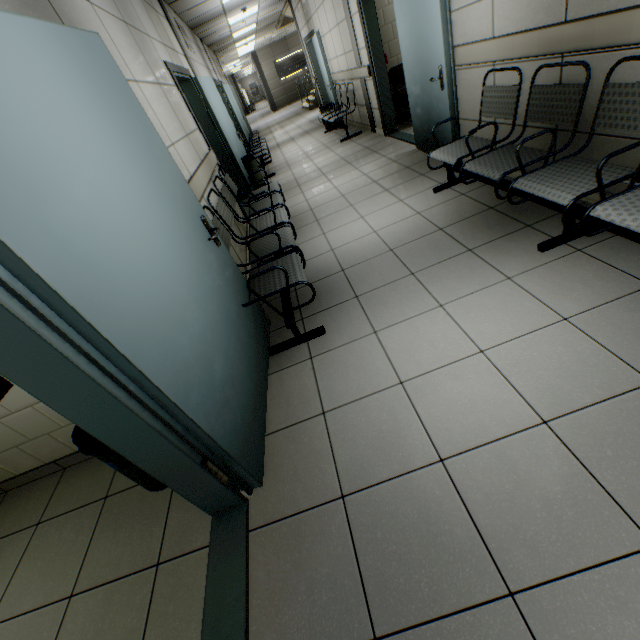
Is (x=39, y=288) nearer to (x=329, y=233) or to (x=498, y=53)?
(x=329, y=233)

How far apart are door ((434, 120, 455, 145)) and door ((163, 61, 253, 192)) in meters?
2.8

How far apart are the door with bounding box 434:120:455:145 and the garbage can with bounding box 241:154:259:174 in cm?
260

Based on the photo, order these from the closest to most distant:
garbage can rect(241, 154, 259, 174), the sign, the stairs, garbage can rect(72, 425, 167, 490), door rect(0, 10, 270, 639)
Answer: door rect(0, 10, 270, 639) < garbage can rect(72, 425, 167, 490) < garbage can rect(241, 154, 259, 174) < the stairs < the sign

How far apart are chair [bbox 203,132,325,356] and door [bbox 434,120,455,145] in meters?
2.1

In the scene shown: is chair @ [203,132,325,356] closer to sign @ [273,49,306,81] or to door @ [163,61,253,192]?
door @ [163,61,253,192]

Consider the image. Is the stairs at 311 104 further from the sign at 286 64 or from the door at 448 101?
the door at 448 101

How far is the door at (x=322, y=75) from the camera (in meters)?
7.80
